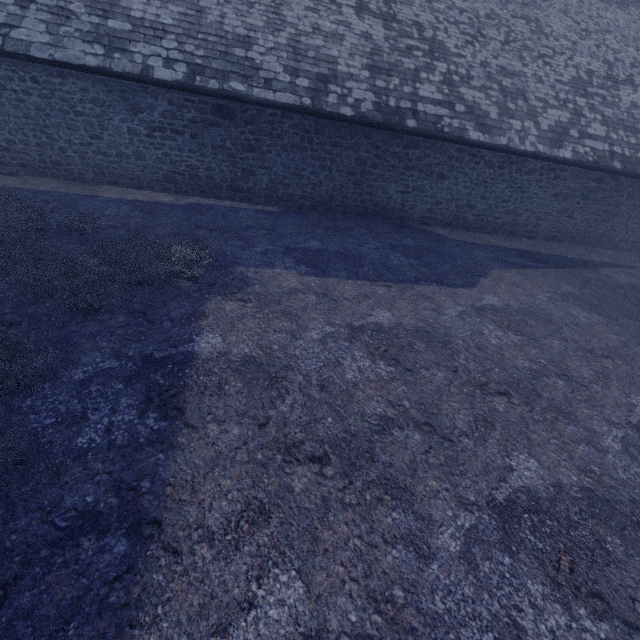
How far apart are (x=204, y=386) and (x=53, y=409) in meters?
1.6 m
